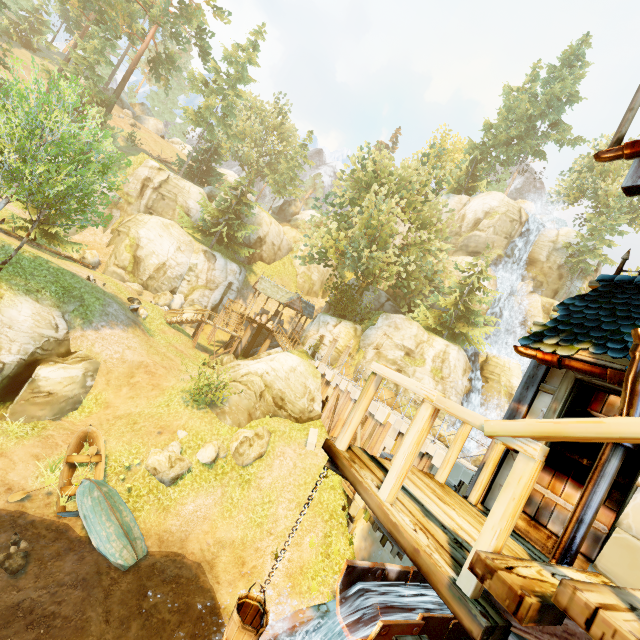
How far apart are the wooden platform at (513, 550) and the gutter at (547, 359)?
2.0m

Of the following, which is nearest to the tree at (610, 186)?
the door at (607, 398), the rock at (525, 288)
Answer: the rock at (525, 288)

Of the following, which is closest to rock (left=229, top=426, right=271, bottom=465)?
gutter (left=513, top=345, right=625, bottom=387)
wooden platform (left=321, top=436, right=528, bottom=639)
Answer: wooden platform (left=321, top=436, right=528, bottom=639)

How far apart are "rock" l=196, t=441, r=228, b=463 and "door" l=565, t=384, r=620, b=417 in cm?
1425

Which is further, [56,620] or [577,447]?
[56,620]

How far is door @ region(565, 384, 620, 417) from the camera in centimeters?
391cm

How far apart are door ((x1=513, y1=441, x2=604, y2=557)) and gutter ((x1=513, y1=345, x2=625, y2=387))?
0.2 meters
